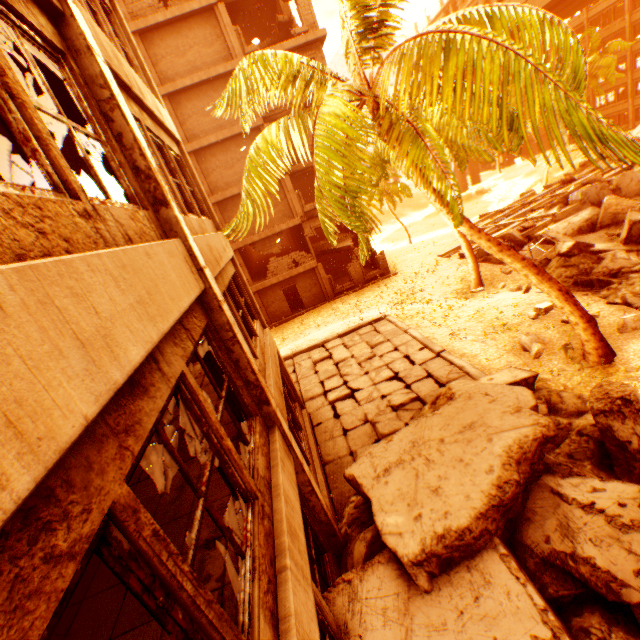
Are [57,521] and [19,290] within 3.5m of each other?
yes

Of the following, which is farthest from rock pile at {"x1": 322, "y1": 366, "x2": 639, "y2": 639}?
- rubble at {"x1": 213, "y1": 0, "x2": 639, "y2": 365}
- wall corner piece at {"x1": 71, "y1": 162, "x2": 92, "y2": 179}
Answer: wall corner piece at {"x1": 71, "y1": 162, "x2": 92, "y2": 179}

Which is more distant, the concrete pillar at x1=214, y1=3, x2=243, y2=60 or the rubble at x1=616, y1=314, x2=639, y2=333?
the concrete pillar at x1=214, y1=3, x2=243, y2=60

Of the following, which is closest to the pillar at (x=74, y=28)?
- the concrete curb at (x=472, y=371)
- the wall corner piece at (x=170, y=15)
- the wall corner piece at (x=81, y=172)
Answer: the wall corner piece at (x=81, y=172)

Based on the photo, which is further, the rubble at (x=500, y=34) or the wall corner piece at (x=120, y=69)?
the rubble at (x=500, y=34)

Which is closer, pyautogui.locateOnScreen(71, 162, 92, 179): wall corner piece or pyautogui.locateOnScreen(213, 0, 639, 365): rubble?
pyautogui.locateOnScreen(213, 0, 639, 365): rubble

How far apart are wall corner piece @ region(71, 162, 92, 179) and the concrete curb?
10.0 meters

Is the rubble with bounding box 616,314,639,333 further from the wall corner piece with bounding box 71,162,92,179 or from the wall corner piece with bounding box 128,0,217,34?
the wall corner piece with bounding box 128,0,217,34
